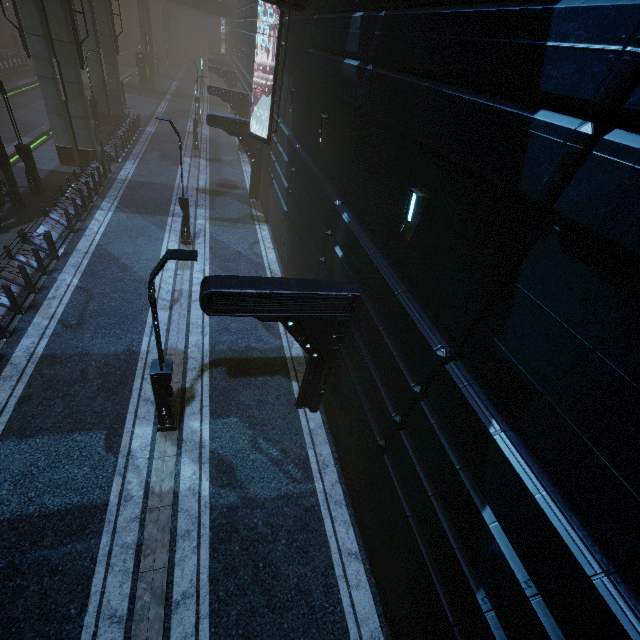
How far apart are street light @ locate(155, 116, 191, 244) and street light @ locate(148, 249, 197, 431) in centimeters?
1006cm

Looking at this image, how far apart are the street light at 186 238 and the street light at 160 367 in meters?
10.1 m

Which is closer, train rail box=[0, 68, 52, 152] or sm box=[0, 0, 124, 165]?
sm box=[0, 0, 124, 165]

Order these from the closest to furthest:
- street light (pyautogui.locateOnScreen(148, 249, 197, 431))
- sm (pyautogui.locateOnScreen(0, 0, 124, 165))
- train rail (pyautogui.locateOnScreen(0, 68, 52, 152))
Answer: street light (pyautogui.locateOnScreen(148, 249, 197, 431)) → sm (pyautogui.locateOnScreen(0, 0, 124, 165)) → train rail (pyautogui.locateOnScreen(0, 68, 52, 152))

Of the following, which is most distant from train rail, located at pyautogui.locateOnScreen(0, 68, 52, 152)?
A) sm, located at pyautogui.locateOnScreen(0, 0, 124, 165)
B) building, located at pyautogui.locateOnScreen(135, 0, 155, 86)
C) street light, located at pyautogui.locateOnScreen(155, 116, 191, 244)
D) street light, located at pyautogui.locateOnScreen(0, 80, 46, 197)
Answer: street light, located at pyautogui.locateOnScreen(155, 116, 191, 244)

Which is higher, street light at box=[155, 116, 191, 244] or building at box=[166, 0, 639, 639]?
building at box=[166, 0, 639, 639]

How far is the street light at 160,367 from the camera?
6.0m

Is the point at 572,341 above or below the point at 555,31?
below
